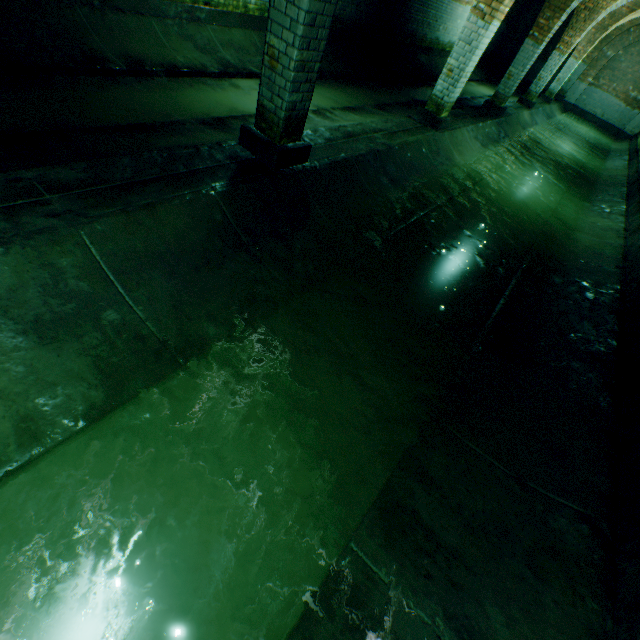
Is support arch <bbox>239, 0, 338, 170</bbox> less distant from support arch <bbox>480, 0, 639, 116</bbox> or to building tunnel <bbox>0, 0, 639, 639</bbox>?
building tunnel <bbox>0, 0, 639, 639</bbox>

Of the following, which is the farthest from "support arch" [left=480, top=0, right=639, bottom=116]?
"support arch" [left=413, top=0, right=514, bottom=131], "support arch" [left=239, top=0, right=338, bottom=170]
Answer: "support arch" [left=239, top=0, right=338, bottom=170]

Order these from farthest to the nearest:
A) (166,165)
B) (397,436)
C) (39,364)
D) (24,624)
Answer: (166,165)
(397,436)
(39,364)
(24,624)

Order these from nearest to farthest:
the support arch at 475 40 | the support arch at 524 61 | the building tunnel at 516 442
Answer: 1. the building tunnel at 516 442
2. the support arch at 475 40
3. the support arch at 524 61

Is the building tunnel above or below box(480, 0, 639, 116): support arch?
below

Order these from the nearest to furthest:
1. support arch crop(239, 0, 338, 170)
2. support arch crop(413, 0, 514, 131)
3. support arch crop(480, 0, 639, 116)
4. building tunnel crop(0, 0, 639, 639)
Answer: building tunnel crop(0, 0, 639, 639) < support arch crop(239, 0, 338, 170) < support arch crop(413, 0, 514, 131) < support arch crop(480, 0, 639, 116)

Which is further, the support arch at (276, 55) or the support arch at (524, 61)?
the support arch at (524, 61)

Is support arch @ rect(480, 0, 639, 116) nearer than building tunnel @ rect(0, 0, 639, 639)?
No
